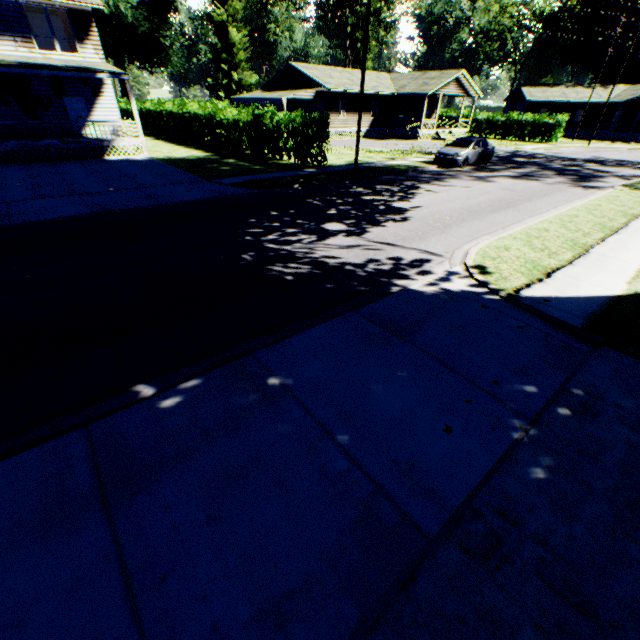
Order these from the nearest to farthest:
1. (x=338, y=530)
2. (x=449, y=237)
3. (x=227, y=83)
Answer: (x=338, y=530) → (x=449, y=237) → (x=227, y=83)

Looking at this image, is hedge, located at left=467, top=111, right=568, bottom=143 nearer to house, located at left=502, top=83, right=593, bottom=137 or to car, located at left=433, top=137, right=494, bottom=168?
house, located at left=502, top=83, right=593, bottom=137

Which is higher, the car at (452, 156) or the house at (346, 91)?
the house at (346, 91)

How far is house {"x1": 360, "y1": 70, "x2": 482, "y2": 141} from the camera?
35.1m

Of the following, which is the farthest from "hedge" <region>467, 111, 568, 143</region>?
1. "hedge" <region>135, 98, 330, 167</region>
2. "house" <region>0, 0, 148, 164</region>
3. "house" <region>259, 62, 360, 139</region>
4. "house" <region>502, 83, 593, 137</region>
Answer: "house" <region>0, 0, 148, 164</region>

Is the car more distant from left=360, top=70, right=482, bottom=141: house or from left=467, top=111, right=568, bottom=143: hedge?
left=467, top=111, right=568, bottom=143: hedge

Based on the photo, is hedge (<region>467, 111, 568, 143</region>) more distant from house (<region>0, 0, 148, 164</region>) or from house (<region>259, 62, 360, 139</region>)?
house (<region>0, 0, 148, 164</region>)

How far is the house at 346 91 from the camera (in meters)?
32.38
